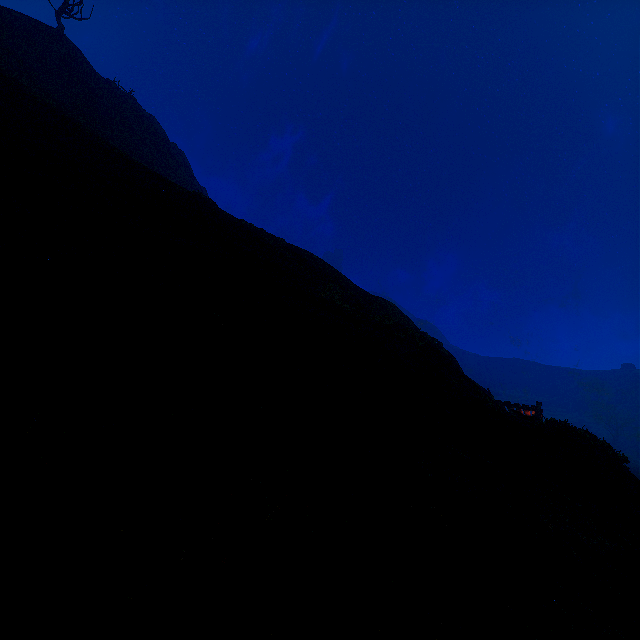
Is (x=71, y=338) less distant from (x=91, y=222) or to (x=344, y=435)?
(x=344, y=435)
